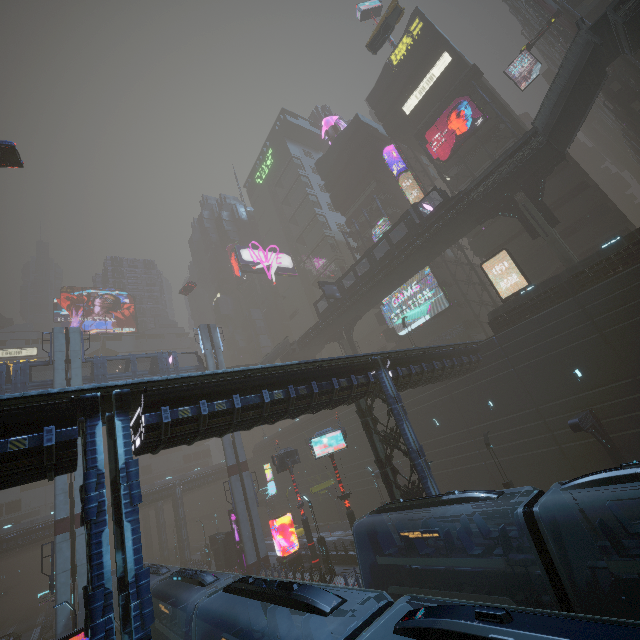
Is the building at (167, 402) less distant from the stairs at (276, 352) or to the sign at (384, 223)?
the sign at (384, 223)

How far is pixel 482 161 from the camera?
38.03m

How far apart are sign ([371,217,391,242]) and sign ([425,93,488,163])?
9.0m

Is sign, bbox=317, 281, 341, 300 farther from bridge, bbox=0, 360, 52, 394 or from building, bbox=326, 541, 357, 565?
bridge, bbox=0, 360, 52, 394

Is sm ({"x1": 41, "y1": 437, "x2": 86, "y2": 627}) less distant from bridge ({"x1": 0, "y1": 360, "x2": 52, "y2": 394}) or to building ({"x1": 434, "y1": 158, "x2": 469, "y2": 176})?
bridge ({"x1": 0, "y1": 360, "x2": 52, "y2": 394})

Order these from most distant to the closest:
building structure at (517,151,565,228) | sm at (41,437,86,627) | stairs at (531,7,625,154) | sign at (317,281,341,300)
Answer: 1. sign at (317,281,341,300)
2. building structure at (517,151,565,228)
3. sm at (41,437,86,627)
4. stairs at (531,7,625,154)

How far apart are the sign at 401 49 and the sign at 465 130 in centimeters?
1354cm

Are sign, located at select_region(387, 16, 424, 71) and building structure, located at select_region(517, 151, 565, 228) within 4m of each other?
no
